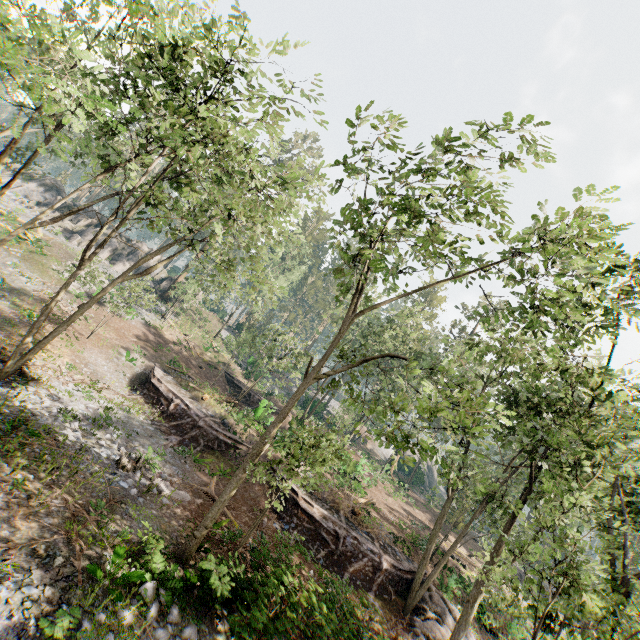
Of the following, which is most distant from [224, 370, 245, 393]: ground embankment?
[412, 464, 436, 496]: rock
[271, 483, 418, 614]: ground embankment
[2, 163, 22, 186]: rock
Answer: [412, 464, 436, 496]: rock

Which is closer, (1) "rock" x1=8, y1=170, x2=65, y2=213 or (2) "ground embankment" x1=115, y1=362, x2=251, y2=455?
(2) "ground embankment" x1=115, y1=362, x2=251, y2=455

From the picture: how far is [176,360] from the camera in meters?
32.9 m

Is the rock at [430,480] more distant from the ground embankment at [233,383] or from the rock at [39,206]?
the rock at [39,206]

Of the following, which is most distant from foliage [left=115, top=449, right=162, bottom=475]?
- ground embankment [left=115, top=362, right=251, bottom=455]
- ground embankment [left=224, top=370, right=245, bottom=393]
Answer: ground embankment [left=115, top=362, right=251, bottom=455]

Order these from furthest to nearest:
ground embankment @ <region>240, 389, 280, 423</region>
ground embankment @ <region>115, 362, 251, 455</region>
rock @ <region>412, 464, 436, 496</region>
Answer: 1. rock @ <region>412, 464, 436, 496</region>
2. ground embankment @ <region>240, 389, 280, 423</region>
3. ground embankment @ <region>115, 362, 251, 455</region>

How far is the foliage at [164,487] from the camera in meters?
14.0

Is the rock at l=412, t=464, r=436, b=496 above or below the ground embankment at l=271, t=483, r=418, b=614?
above
